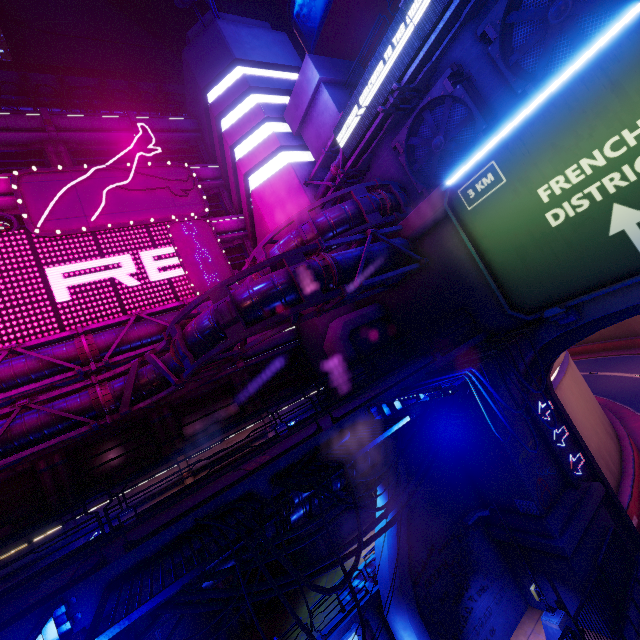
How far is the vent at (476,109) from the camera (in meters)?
13.08

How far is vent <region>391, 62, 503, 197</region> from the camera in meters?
13.1 m

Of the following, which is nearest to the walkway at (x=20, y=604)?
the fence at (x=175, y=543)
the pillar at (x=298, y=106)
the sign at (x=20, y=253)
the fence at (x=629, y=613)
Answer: the fence at (x=175, y=543)

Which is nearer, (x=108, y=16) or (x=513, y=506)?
(x=513, y=506)

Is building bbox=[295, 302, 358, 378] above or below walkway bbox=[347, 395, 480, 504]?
above

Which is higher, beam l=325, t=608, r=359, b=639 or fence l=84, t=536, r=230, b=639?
fence l=84, t=536, r=230, b=639

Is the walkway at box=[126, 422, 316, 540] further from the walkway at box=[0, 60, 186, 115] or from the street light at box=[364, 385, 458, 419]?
the walkway at box=[0, 60, 186, 115]

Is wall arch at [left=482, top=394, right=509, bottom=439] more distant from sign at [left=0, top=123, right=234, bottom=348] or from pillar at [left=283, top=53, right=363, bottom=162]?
pillar at [left=283, top=53, right=363, bottom=162]
